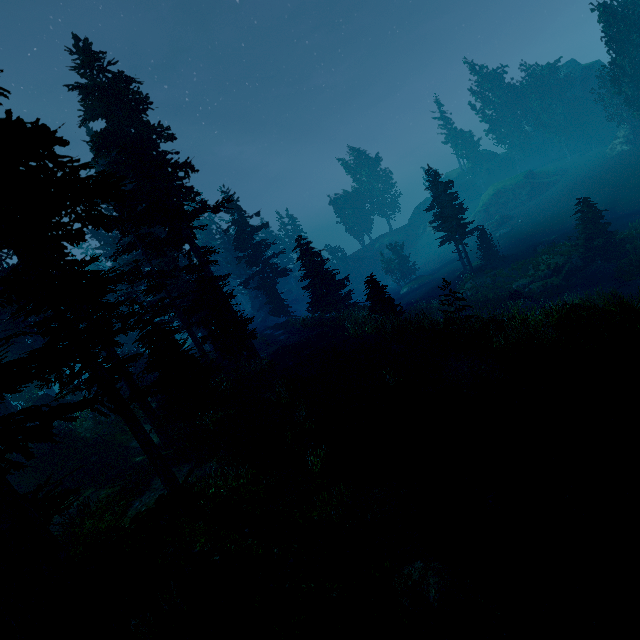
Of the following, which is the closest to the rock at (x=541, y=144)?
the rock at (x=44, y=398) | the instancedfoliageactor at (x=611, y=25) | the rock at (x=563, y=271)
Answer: the instancedfoliageactor at (x=611, y=25)

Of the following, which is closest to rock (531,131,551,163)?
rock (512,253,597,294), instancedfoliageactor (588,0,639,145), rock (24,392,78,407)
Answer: instancedfoliageactor (588,0,639,145)

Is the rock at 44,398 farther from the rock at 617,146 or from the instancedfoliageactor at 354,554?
the rock at 617,146

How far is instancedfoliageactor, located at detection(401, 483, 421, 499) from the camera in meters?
9.2

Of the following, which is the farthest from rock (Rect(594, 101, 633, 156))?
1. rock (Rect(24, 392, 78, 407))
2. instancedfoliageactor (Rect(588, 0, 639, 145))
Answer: rock (Rect(24, 392, 78, 407))

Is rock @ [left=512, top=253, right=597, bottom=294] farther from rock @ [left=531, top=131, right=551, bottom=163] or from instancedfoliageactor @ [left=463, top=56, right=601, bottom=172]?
rock @ [left=531, top=131, right=551, bottom=163]

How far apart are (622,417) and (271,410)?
12.42m
